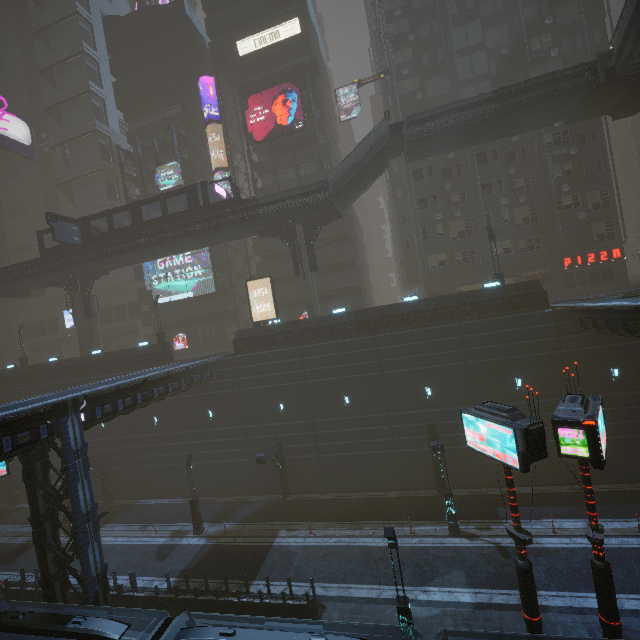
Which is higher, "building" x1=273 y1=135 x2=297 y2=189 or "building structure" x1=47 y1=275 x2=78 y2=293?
"building" x1=273 y1=135 x2=297 y2=189

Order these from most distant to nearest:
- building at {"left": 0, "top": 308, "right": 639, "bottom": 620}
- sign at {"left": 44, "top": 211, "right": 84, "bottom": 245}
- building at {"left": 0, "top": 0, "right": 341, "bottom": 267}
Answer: building at {"left": 0, "top": 0, "right": 341, "bottom": 267}
sign at {"left": 44, "top": 211, "right": 84, "bottom": 245}
building at {"left": 0, "top": 308, "right": 639, "bottom": 620}

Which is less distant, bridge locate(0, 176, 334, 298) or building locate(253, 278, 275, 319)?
bridge locate(0, 176, 334, 298)

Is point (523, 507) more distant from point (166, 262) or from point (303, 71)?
point (303, 71)

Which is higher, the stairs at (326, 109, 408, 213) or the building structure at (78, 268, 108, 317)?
the stairs at (326, 109, 408, 213)

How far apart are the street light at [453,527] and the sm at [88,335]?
35.44m

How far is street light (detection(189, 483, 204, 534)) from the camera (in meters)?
22.88

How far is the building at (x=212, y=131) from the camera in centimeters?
3903cm
